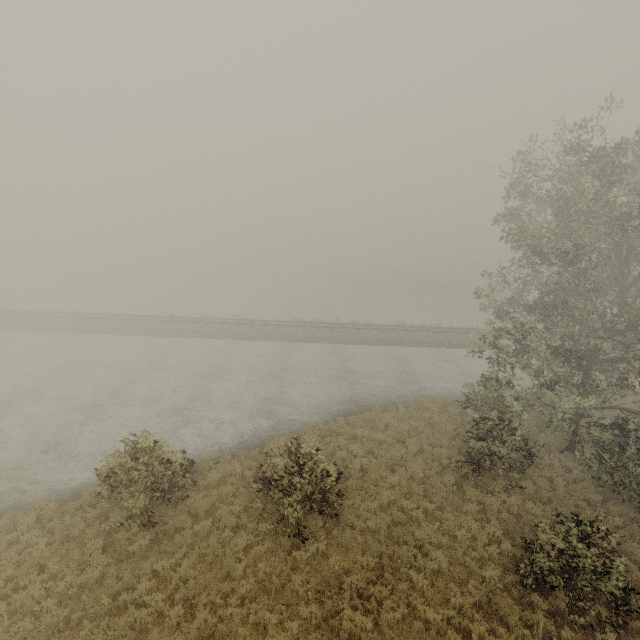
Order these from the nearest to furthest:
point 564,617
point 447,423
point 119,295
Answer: point 564,617
point 447,423
point 119,295
